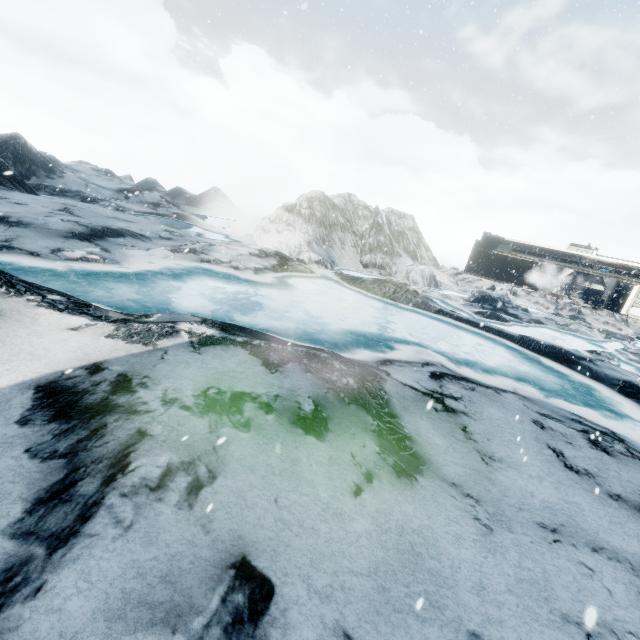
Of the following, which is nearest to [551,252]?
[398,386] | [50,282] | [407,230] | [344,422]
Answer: [407,230]
